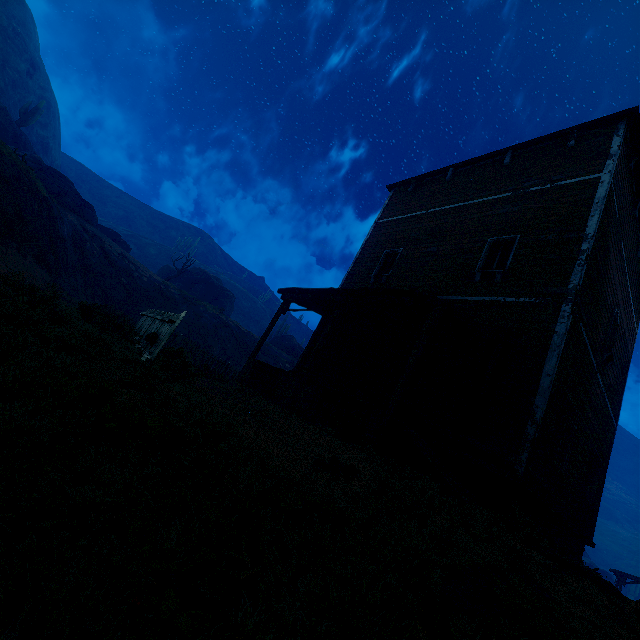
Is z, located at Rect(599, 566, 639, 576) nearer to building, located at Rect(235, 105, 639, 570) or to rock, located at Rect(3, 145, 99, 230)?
building, located at Rect(235, 105, 639, 570)

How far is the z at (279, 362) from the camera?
30.4m

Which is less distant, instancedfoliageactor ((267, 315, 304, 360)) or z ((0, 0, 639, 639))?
z ((0, 0, 639, 639))

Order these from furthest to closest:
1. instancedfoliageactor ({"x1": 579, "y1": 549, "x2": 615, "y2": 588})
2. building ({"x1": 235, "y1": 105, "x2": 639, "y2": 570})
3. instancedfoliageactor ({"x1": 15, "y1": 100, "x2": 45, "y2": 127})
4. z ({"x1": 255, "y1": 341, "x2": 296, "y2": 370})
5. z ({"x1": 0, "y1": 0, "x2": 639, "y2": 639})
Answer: instancedfoliageactor ({"x1": 15, "y1": 100, "x2": 45, "y2": 127}) < z ({"x1": 255, "y1": 341, "x2": 296, "y2": 370}) < building ({"x1": 235, "y1": 105, "x2": 639, "y2": 570}) < instancedfoliageactor ({"x1": 579, "y1": 549, "x2": 615, "y2": 588}) < z ({"x1": 0, "y1": 0, "x2": 639, "y2": 639})

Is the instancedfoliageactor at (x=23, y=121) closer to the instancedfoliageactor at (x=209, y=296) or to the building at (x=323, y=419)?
the instancedfoliageactor at (x=209, y=296)

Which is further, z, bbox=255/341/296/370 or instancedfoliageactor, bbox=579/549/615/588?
z, bbox=255/341/296/370

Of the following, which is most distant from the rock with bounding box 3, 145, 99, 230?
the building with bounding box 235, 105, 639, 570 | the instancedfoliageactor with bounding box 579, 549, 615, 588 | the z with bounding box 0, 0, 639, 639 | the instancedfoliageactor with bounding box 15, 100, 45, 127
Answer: the instancedfoliageactor with bounding box 579, 549, 615, 588

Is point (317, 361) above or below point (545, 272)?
below
